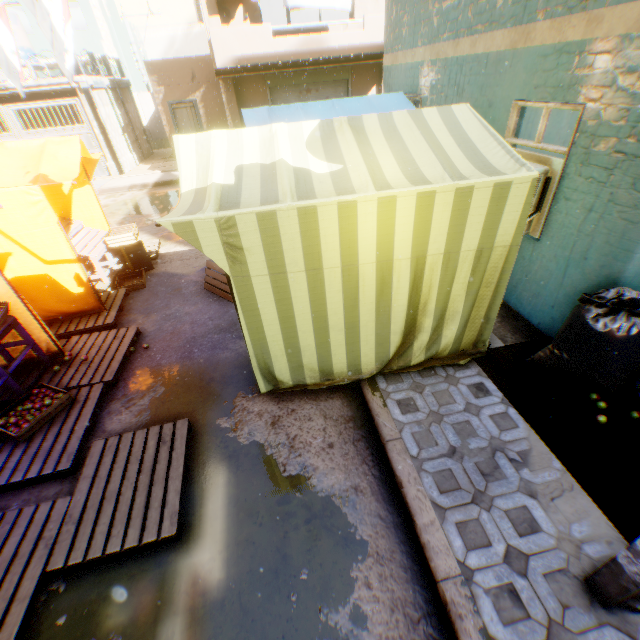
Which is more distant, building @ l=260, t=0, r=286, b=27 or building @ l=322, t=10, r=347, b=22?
building @ l=260, t=0, r=286, b=27

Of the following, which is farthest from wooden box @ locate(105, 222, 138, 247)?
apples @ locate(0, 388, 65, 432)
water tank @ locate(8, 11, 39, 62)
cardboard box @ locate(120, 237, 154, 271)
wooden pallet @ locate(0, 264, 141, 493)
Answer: water tank @ locate(8, 11, 39, 62)

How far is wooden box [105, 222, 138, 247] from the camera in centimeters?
645cm

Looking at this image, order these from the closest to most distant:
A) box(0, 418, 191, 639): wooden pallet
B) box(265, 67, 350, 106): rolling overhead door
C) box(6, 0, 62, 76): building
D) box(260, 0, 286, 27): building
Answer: box(0, 418, 191, 639): wooden pallet < box(265, 67, 350, 106): rolling overhead door < box(260, 0, 286, 27): building < box(6, 0, 62, 76): building

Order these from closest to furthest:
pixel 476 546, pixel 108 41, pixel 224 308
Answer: pixel 476 546, pixel 224 308, pixel 108 41

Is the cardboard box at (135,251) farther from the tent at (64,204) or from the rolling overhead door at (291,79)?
the rolling overhead door at (291,79)

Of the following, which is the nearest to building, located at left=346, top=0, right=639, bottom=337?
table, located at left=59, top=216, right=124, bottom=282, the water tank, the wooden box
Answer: the water tank

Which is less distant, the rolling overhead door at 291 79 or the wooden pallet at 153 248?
the wooden pallet at 153 248
